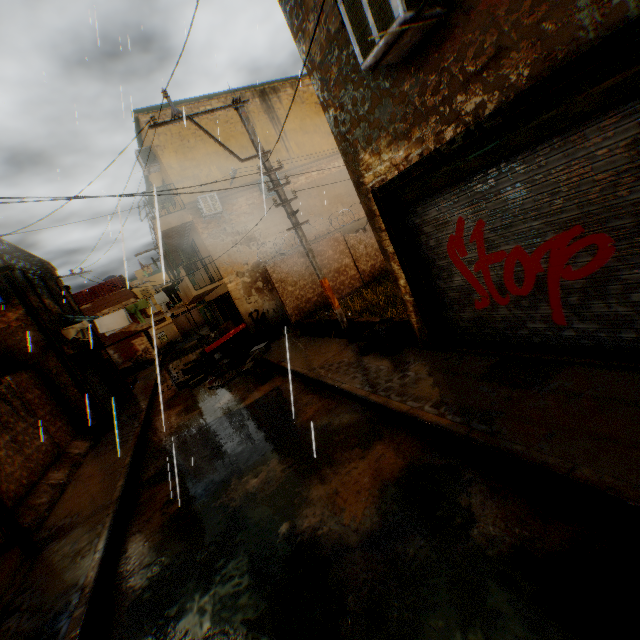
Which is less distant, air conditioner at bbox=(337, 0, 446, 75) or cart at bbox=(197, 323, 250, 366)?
air conditioner at bbox=(337, 0, 446, 75)

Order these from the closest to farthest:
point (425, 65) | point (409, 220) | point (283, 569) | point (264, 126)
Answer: point (283, 569)
point (425, 65)
point (409, 220)
point (264, 126)

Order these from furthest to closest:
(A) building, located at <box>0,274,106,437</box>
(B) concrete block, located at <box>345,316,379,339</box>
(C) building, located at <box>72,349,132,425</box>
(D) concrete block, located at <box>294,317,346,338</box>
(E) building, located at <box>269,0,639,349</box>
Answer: (C) building, located at <box>72,349,132,425</box>
(A) building, located at <box>0,274,106,437</box>
(D) concrete block, located at <box>294,317,346,338</box>
(B) concrete block, located at <box>345,316,379,339</box>
(E) building, located at <box>269,0,639,349</box>

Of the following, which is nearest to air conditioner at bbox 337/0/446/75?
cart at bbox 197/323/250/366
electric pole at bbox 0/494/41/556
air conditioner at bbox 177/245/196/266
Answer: electric pole at bbox 0/494/41/556

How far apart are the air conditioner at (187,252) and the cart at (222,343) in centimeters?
494cm

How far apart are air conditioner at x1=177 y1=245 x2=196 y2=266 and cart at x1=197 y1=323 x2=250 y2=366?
4.94m

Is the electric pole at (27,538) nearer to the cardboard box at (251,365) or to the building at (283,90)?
the building at (283,90)

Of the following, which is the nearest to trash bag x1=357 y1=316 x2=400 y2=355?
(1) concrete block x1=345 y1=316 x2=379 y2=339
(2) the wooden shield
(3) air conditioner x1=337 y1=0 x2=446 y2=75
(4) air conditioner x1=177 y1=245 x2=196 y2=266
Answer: (1) concrete block x1=345 y1=316 x2=379 y2=339
